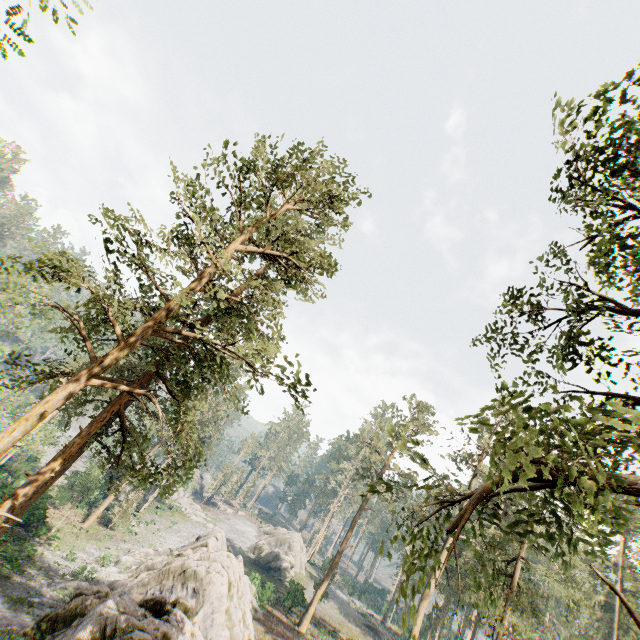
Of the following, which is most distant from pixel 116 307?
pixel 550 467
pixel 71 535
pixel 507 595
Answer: pixel 71 535

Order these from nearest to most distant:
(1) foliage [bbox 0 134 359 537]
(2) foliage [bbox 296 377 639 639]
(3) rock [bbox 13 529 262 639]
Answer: (2) foliage [bbox 296 377 639 639] → (1) foliage [bbox 0 134 359 537] → (3) rock [bbox 13 529 262 639]

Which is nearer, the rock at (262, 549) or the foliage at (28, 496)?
the foliage at (28, 496)

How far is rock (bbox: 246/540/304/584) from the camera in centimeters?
4845cm

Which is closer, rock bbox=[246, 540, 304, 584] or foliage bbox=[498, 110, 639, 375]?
foliage bbox=[498, 110, 639, 375]

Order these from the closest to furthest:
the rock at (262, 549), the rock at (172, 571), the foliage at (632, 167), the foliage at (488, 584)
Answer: the foliage at (488, 584), the foliage at (632, 167), the rock at (172, 571), the rock at (262, 549)

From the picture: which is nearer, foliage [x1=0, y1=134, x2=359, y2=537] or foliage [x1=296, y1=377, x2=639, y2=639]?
foliage [x1=296, y1=377, x2=639, y2=639]
